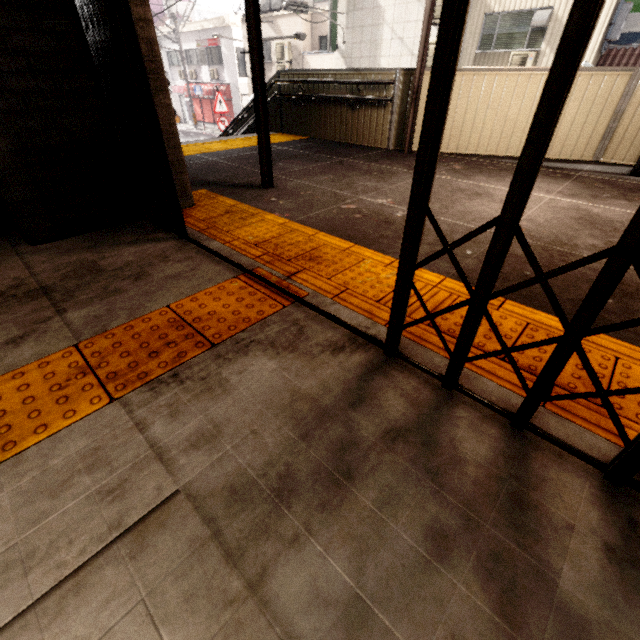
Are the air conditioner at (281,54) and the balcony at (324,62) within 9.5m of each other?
yes

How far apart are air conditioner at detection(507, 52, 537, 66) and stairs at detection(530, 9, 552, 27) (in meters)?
0.56

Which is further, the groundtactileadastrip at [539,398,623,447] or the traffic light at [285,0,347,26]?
the traffic light at [285,0,347,26]

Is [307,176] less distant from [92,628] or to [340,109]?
[340,109]

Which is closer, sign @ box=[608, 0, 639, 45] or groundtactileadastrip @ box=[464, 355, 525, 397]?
groundtactileadastrip @ box=[464, 355, 525, 397]

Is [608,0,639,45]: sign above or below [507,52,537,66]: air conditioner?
above

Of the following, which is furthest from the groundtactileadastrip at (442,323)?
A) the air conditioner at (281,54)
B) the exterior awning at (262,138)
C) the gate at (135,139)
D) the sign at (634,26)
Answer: the air conditioner at (281,54)

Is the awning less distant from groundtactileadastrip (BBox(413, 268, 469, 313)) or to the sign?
the sign
